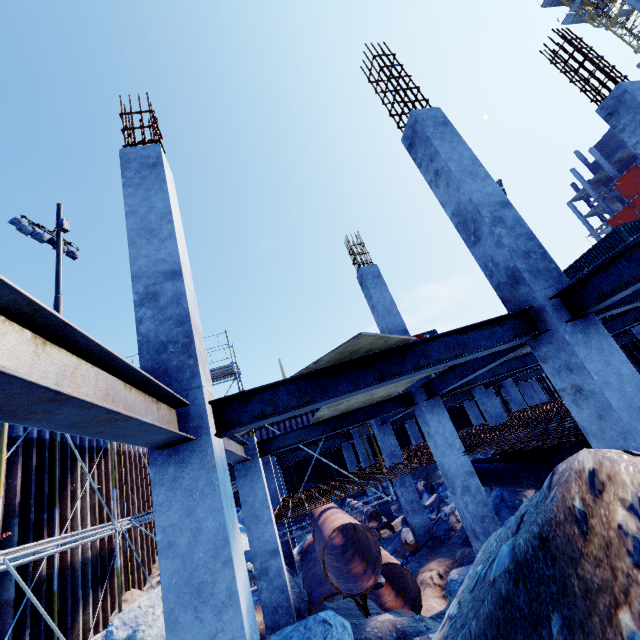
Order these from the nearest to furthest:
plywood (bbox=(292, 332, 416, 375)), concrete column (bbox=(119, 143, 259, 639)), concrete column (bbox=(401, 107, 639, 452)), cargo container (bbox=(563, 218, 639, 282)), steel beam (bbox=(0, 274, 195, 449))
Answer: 1. steel beam (bbox=(0, 274, 195, 449))
2. concrete column (bbox=(119, 143, 259, 639))
3. plywood (bbox=(292, 332, 416, 375))
4. concrete column (bbox=(401, 107, 639, 452))
5. cargo container (bbox=(563, 218, 639, 282))

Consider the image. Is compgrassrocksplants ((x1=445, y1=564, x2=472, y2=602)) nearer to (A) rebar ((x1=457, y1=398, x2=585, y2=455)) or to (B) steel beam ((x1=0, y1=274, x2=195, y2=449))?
(A) rebar ((x1=457, y1=398, x2=585, y2=455))

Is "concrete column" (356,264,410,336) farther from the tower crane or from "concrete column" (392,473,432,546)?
the tower crane

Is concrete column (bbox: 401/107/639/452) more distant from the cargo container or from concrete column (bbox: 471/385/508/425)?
the cargo container

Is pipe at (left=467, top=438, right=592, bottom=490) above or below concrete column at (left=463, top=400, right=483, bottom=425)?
below

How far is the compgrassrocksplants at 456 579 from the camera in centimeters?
690cm

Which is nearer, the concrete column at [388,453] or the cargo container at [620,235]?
the concrete column at [388,453]

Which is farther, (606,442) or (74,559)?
(74,559)
